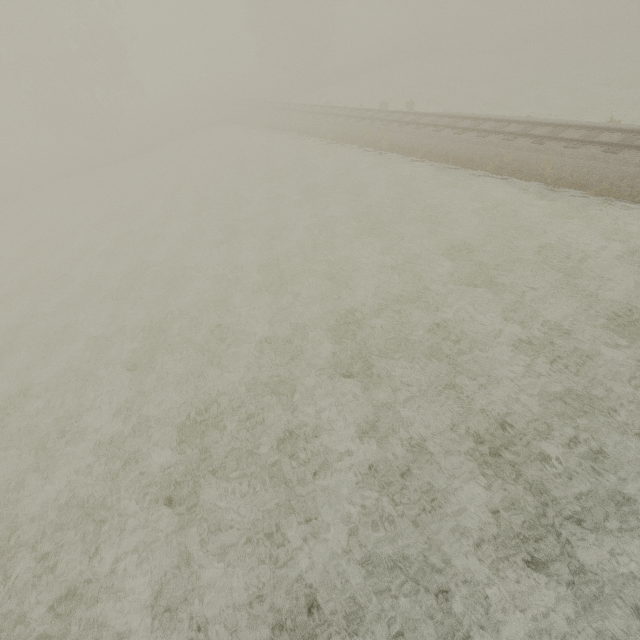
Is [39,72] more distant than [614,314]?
Yes

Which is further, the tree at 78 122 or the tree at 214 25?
the tree at 214 25

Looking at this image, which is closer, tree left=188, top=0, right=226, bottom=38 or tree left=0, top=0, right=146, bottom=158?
tree left=0, top=0, right=146, bottom=158
